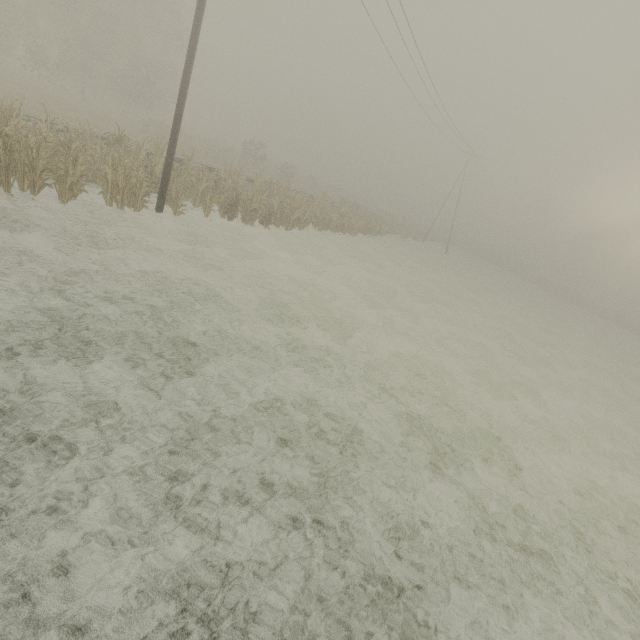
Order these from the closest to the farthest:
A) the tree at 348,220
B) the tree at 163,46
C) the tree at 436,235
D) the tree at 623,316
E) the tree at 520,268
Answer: the tree at 163,46
the tree at 348,220
the tree at 623,316
the tree at 436,235
the tree at 520,268

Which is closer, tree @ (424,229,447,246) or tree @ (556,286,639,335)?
tree @ (556,286,639,335)

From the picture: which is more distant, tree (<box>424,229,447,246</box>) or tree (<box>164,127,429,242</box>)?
tree (<box>424,229,447,246</box>)

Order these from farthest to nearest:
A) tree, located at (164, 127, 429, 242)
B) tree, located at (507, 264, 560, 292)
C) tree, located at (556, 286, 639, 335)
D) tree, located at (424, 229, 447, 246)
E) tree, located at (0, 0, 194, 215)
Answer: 1. tree, located at (507, 264, 560, 292)
2. tree, located at (424, 229, 447, 246)
3. tree, located at (556, 286, 639, 335)
4. tree, located at (164, 127, 429, 242)
5. tree, located at (0, 0, 194, 215)

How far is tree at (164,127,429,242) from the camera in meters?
15.1

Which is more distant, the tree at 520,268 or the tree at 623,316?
the tree at 520,268

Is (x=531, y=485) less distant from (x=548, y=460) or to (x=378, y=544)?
(x=548, y=460)
